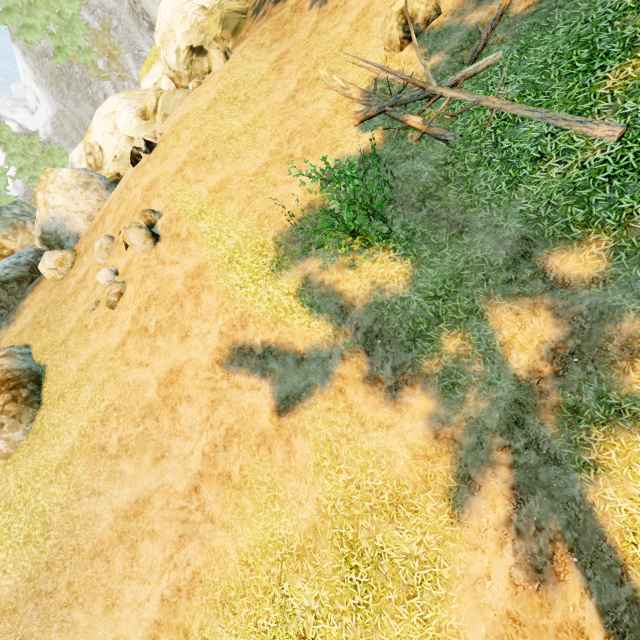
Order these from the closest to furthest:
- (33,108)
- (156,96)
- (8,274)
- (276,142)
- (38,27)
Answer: (276,142), (8,274), (156,96), (38,27), (33,108)

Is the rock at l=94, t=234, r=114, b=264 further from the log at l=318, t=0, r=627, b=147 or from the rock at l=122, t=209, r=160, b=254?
the log at l=318, t=0, r=627, b=147

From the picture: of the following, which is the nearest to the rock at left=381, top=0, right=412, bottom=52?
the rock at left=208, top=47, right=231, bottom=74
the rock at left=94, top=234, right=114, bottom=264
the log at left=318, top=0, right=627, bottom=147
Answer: the log at left=318, top=0, right=627, bottom=147

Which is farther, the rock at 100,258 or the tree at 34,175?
the tree at 34,175

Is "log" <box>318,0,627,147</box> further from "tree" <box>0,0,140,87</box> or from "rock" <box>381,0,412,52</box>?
"rock" <box>381,0,412,52</box>

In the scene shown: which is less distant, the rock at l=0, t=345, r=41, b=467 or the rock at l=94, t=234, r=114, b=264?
the rock at l=0, t=345, r=41, b=467

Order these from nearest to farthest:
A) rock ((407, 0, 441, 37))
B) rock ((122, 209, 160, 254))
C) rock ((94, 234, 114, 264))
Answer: rock ((407, 0, 441, 37))
rock ((122, 209, 160, 254))
rock ((94, 234, 114, 264))

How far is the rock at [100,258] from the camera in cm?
1327
